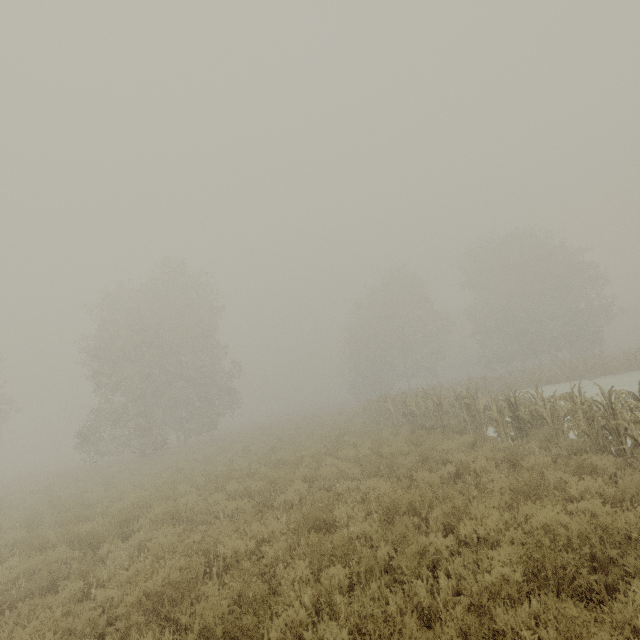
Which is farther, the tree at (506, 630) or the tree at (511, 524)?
the tree at (511, 524)

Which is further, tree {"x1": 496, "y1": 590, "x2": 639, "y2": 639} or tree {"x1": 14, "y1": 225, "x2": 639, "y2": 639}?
tree {"x1": 14, "y1": 225, "x2": 639, "y2": 639}

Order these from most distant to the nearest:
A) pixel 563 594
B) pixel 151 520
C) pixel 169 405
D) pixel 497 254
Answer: pixel 497 254 < pixel 169 405 < pixel 151 520 < pixel 563 594
